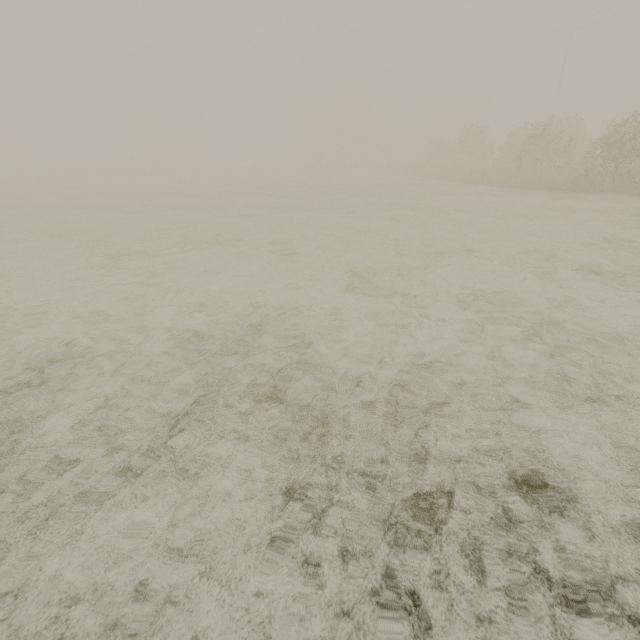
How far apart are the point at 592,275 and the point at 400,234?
4.5 meters
